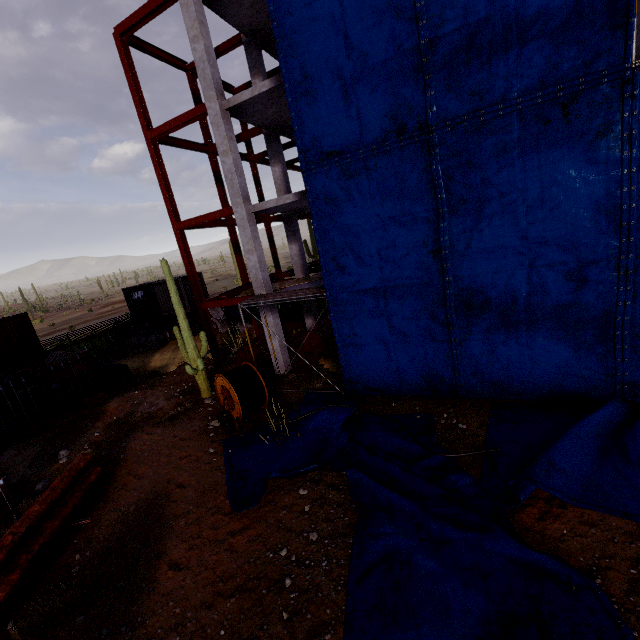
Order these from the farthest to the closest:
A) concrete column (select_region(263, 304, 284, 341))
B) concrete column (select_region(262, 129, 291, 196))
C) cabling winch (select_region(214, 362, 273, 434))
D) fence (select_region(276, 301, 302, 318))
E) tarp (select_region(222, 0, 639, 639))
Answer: fence (select_region(276, 301, 302, 318)), concrete column (select_region(262, 129, 291, 196)), concrete column (select_region(263, 304, 284, 341)), cabling winch (select_region(214, 362, 273, 434)), tarp (select_region(222, 0, 639, 639))

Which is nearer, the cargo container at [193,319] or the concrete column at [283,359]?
the concrete column at [283,359]

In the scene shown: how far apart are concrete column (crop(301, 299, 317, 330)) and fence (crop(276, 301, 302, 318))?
3.3m

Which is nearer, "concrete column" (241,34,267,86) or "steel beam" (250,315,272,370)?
"concrete column" (241,34,267,86)

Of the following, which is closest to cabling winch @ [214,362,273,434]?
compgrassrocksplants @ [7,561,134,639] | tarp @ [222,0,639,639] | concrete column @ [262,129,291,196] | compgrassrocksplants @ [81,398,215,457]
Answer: tarp @ [222,0,639,639]

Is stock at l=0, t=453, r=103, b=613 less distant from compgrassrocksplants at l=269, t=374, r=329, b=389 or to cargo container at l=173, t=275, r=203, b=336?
compgrassrocksplants at l=269, t=374, r=329, b=389

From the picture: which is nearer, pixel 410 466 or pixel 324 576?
pixel 324 576

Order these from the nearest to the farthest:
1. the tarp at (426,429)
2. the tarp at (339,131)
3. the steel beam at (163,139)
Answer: the tarp at (339,131) < the tarp at (426,429) < the steel beam at (163,139)
